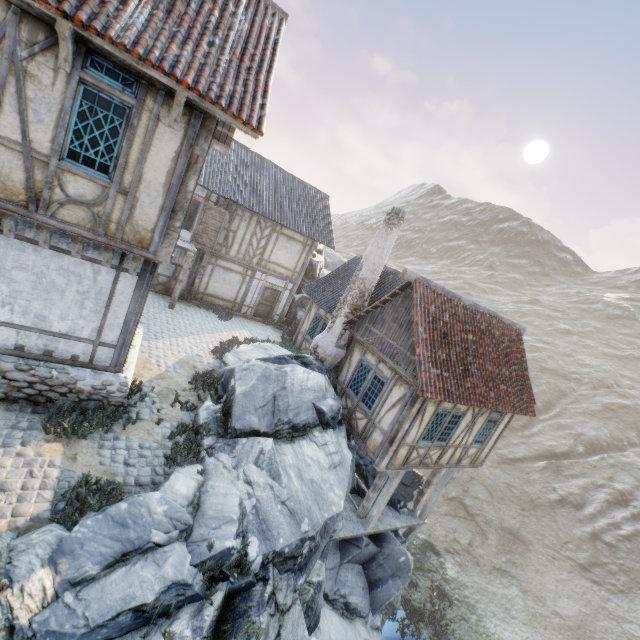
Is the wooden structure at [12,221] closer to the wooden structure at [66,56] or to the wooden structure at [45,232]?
the wooden structure at [45,232]

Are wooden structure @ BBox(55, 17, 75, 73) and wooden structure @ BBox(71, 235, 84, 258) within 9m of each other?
yes

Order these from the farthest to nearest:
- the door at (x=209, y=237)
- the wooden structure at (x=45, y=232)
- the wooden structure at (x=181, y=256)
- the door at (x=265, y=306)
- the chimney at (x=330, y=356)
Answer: the door at (x=265, y=306)
the door at (x=209, y=237)
the wooden structure at (x=181, y=256)
the chimney at (x=330, y=356)
the wooden structure at (x=45, y=232)

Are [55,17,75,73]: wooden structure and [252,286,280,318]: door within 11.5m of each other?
no

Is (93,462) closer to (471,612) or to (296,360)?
(296,360)

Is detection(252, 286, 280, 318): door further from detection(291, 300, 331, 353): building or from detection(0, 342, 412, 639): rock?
detection(0, 342, 412, 639): rock

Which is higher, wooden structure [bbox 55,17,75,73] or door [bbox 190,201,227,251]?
wooden structure [bbox 55,17,75,73]

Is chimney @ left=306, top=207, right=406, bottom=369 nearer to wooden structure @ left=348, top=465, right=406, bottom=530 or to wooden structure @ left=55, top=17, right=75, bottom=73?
wooden structure @ left=348, top=465, right=406, bottom=530
